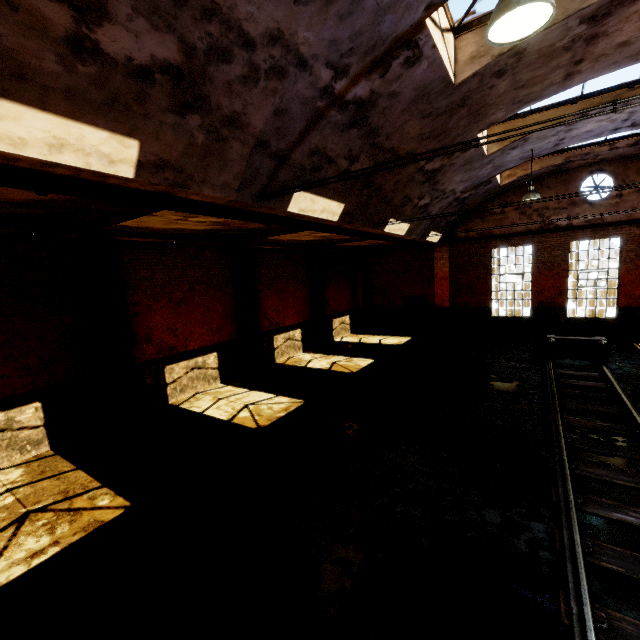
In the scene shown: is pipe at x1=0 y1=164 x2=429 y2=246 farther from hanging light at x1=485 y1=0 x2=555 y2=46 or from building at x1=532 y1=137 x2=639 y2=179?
hanging light at x1=485 y1=0 x2=555 y2=46

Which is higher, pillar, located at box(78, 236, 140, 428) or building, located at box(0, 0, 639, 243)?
building, located at box(0, 0, 639, 243)

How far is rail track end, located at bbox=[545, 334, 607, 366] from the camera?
10.6 meters

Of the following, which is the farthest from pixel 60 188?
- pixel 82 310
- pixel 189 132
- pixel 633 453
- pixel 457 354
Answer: pixel 457 354

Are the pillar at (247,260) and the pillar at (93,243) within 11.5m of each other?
yes

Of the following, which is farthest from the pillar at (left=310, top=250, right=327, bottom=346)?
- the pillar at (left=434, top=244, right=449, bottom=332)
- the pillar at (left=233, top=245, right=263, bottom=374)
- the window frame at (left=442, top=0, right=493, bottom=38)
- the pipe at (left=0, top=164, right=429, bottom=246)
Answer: the window frame at (left=442, top=0, right=493, bottom=38)

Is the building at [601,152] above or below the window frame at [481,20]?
below

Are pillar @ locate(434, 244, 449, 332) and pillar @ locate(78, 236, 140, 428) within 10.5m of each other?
no
